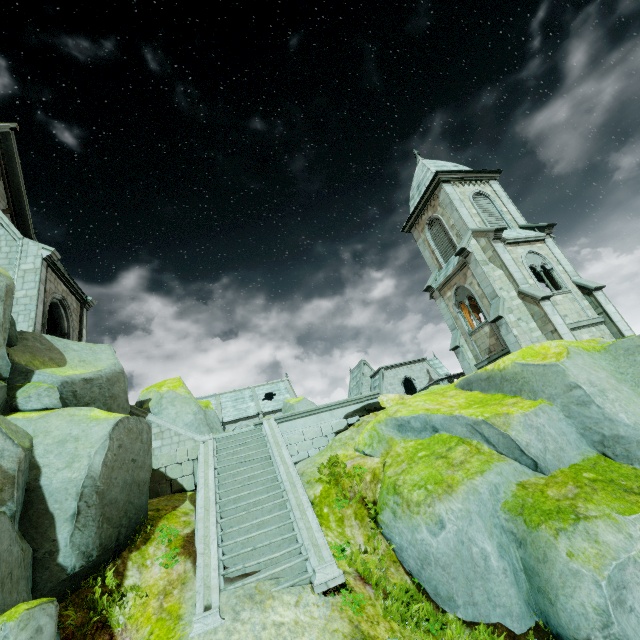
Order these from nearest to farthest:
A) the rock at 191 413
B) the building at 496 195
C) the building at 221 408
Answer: the building at 496 195, the rock at 191 413, the building at 221 408

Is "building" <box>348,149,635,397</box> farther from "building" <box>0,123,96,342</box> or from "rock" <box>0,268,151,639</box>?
"building" <box>0,123,96,342</box>

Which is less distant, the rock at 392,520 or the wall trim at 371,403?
the rock at 392,520

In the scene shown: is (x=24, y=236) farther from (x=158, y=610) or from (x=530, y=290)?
(x=530, y=290)

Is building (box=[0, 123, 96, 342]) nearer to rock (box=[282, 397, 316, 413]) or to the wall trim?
rock (box=[282, 397, 316, 413])

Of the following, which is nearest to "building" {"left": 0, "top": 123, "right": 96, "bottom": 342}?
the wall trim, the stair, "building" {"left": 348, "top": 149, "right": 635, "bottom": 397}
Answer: the stair

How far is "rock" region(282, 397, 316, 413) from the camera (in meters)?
23.22

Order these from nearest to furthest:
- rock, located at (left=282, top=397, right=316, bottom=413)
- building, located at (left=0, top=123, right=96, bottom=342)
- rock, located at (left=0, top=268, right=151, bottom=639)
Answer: rock, located at (left=0, top=268, right=151, bottom=639) < building, located at (left=0, top=123, right=96, bottom=342) < rock, located at (left=282, top=397, right=316, bottom=413)
